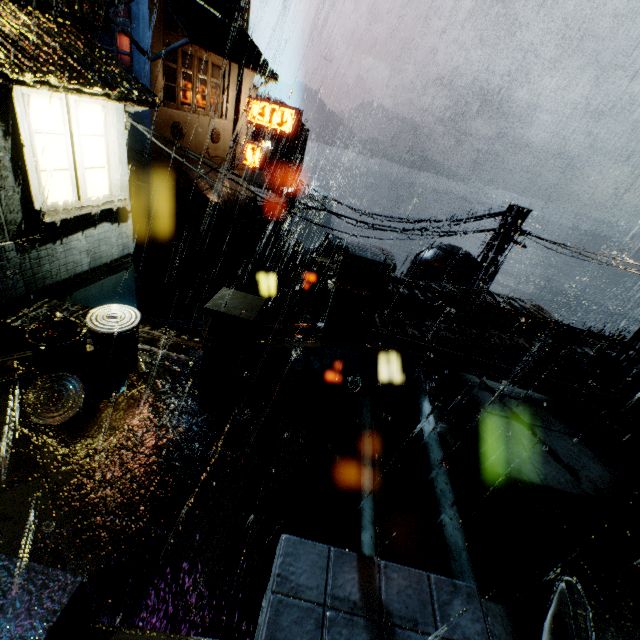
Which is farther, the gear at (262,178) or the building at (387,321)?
the gear at (262,178)

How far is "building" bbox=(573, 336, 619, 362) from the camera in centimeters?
1002cm

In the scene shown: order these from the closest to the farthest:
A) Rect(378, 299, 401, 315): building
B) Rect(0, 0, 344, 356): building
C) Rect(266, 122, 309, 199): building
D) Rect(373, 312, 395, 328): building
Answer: Rect(0, 0, 344, 356): building
Rect(373, 312, 395, 328): building
Rect(378, 299, 401, 315): building
Rect(266, 122, 309, 199): building

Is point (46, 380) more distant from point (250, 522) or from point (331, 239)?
point (331, 239)

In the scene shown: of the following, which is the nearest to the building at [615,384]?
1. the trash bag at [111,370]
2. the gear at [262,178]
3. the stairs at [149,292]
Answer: the stairs at [149,292]

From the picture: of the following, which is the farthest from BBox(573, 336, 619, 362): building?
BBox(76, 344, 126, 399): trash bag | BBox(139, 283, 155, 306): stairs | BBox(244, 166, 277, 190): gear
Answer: BBox(244, 166, 277, 190): gear

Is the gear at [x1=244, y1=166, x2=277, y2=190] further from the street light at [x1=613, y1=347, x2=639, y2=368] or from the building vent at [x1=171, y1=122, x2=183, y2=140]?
the street light at [x1=613, y1=347, x2=639, y2=368]

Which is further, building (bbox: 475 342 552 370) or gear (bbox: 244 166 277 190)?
gear (bbox: 244 166 277 190)
